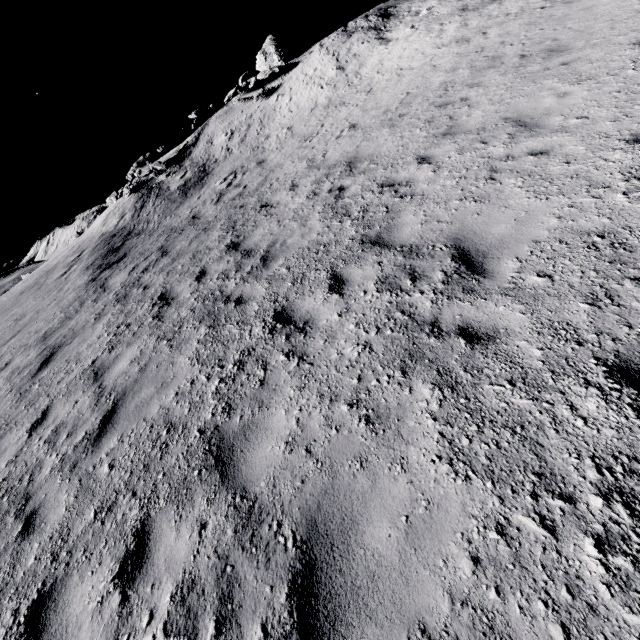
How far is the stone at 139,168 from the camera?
19.25m

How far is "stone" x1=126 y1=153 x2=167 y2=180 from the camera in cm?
1925

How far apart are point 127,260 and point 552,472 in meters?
13.0 m
